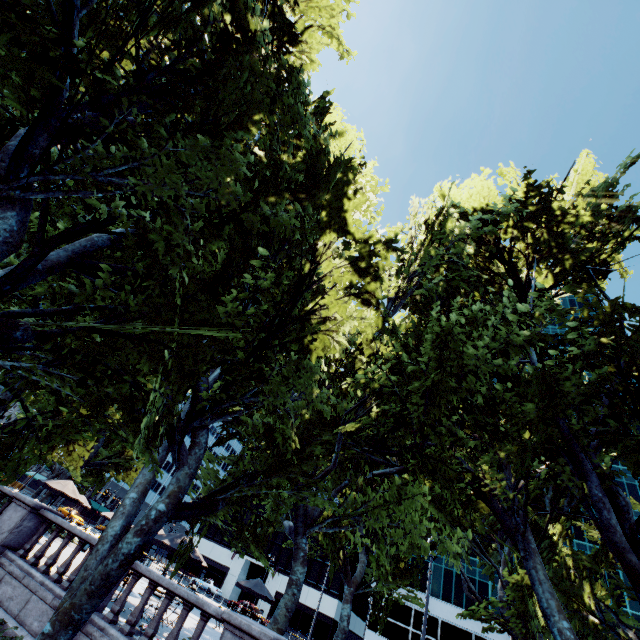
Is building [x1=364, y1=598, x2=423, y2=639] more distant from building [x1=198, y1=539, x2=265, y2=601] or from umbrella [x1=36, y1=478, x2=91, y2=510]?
umbrella [x1=36, y1=478, x2=91, y2=510]

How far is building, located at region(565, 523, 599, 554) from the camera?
47.0 meters

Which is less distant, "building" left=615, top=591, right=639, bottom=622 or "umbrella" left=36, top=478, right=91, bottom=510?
"umbrella" left=36, top=478, right=91, bottom=510

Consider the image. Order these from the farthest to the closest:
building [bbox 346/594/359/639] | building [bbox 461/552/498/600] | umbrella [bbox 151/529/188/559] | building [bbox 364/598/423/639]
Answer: building [bbox 346/594/359/639] < building [bbox 461/552/498/600] < building [bbox 364/598/423/639] < umbrella [bbox 151/529/188/559]

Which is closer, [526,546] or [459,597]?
[526,546]

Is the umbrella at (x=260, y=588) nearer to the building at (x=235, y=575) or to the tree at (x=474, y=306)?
the tree at (x=474, y=306)

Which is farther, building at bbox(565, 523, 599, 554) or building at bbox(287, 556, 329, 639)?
building at bbox(287, 556, 329, 639)

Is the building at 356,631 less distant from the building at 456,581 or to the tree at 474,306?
the building at 456,581
